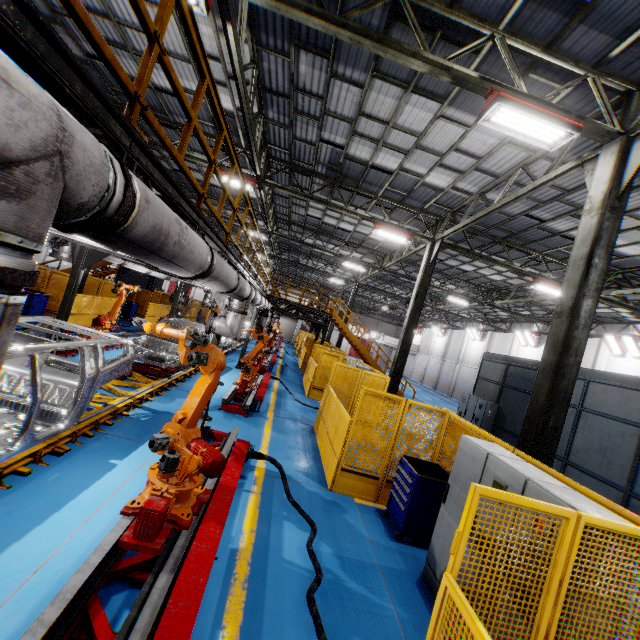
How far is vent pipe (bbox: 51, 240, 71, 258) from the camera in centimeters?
799cm

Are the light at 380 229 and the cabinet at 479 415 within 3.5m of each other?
no

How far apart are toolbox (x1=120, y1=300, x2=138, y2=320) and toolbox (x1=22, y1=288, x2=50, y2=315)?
7.2m

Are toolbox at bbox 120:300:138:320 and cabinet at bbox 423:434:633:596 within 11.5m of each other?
no

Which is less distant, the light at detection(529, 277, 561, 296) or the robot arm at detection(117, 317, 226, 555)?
the robot arm at detection(117, 317, 226, 555)

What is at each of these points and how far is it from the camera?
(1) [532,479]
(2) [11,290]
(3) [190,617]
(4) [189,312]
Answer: (1) cabinet, 3.6 meters
(2) vent pipe, 1.3 meters
(3) metal platform, 2.6 meters
(4) metal panel, 30.6 meters

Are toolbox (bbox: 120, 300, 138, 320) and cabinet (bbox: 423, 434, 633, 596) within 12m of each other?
no

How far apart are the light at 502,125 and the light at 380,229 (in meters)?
6.97
